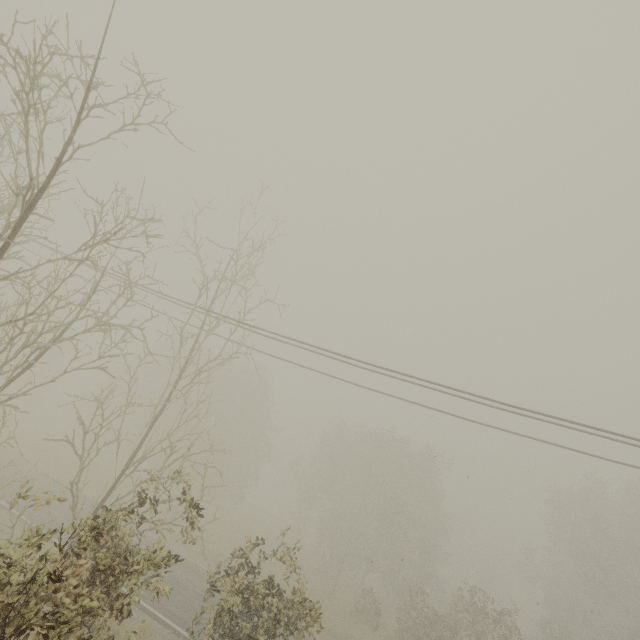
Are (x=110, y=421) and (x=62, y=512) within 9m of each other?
no
